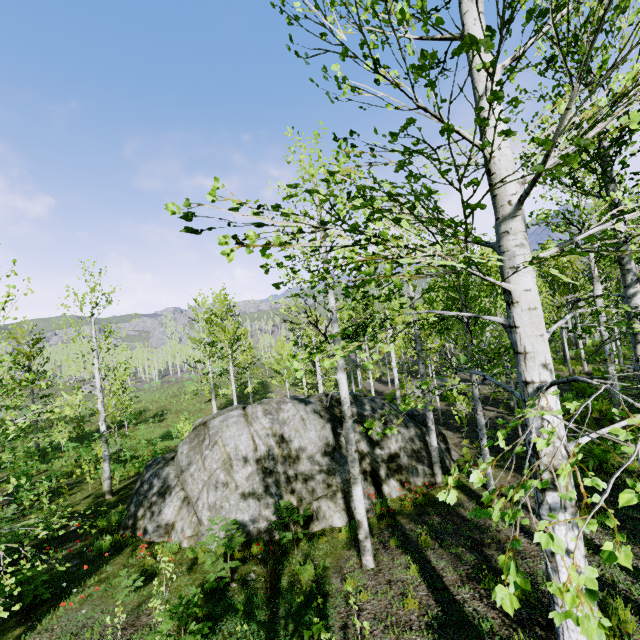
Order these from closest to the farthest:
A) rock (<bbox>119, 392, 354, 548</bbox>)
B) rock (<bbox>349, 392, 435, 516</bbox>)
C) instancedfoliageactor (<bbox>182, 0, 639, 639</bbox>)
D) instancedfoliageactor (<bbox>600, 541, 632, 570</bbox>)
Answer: instancedfoliageactor (<bbox>600, 541, 632, 570</bbox>) < instancedfoliageactor (<bbox>182, 0, 639, 639</bbox>) < rock (<bbox>119, 392, 354, 548</bbox>) < rock (<bbox>349, 392, 435, 516</bbox>)

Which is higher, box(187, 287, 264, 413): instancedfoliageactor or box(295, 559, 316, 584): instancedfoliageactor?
box(187, 287, 264, 413): instancedfoliageactor

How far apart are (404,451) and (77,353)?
12.9m

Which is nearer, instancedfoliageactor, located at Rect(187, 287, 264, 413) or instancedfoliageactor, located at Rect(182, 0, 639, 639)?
instancedfoliageactor, located at Rect(182, 0, 639, 639)

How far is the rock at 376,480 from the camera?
10.19m

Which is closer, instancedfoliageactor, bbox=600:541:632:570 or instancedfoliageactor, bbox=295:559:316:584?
instancedfoliageactor, bbox=600:541:632:570

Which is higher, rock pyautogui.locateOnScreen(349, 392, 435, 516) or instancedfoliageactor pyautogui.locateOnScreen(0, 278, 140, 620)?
instancedfoliageactor pyautogui.locateOnScreen(0, 278, 140, 620)
